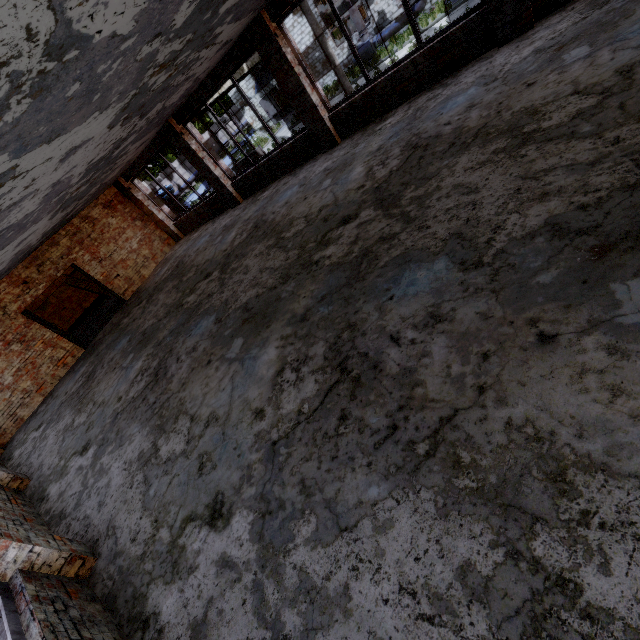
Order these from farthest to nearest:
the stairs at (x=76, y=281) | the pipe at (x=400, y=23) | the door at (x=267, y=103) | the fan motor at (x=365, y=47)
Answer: the door at (x=267, y=103), the fan motor at (x=365, y=47), the pipe at (x=400, y=23), the stairs at (x=76, y=281)

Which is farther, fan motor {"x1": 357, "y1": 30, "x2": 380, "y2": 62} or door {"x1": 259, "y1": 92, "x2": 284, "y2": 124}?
door {"x1": 259, "y1": 92, "x2": 284, "y2": 124}

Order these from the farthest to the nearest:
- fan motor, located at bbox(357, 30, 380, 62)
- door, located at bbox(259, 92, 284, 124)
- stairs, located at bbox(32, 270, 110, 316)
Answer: door, located at bbox(259, 92, 284, 124) → fan motor, located at bbox(357, 30, 380, 62) → stairs, located at bbox(32, 270, 110, 316)

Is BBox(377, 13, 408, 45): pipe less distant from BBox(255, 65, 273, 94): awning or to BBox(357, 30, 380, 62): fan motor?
BBox(357, 30, 380, 62): fan motor

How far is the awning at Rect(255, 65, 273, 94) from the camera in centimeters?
2522cm

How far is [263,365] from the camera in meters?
4.2 m

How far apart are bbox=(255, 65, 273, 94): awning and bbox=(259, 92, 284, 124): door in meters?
0.5

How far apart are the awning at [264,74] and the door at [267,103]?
0.5 meters
